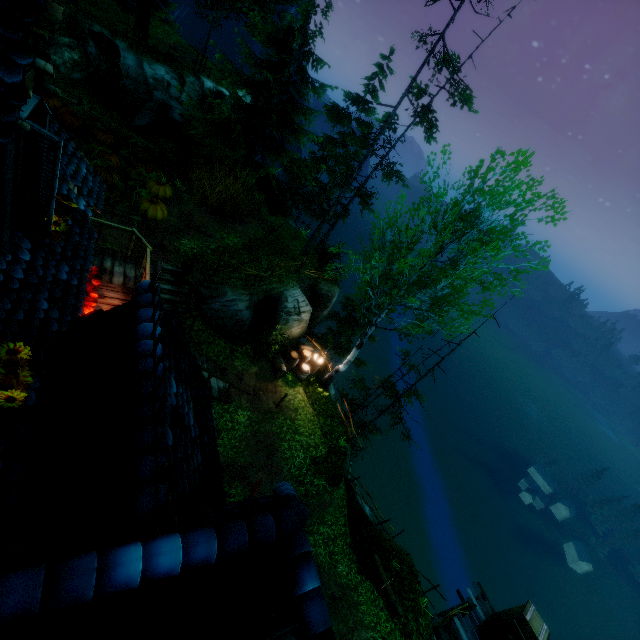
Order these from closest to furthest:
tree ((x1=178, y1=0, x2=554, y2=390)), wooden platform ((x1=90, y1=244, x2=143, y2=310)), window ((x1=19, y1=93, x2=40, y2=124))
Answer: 1. window ((x1=19, y1=93, x2=40, y2=124))
2. wooden platform ((x1=90, y1=244, x2=143, y2=310))
3. tree ((x1=178, y1=0, x2=554, y2=390))

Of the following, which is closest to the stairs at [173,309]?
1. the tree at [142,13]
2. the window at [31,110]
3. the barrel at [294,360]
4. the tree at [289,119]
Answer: the barrel at [294,360]

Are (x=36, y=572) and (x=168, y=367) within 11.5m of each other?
yes

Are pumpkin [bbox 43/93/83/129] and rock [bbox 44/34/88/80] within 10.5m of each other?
yes

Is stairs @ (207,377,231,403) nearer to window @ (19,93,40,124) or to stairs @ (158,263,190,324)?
stairs @ (158,263,190,324)

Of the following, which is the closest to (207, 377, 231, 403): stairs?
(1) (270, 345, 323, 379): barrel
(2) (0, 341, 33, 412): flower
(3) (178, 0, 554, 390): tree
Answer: (1) (270, 345, 323, 379): barrel

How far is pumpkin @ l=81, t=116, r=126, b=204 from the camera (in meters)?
12.78

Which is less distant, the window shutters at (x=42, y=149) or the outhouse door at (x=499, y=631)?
the window shutters at (x=42, y=149)
